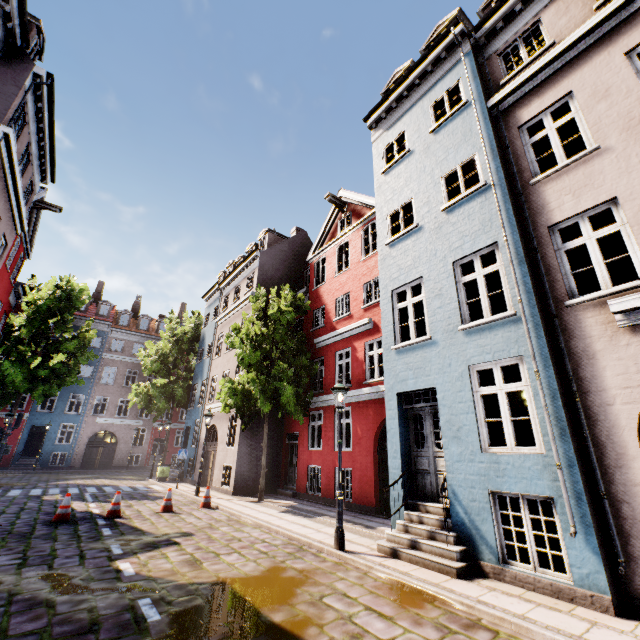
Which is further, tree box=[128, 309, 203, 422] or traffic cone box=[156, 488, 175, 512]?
tree box=[128, 309, 203, 422]

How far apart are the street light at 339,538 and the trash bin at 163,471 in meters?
17.1

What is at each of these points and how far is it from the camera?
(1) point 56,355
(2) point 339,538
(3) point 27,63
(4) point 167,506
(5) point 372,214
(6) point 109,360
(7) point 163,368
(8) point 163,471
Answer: (1) tree, 22.8m
(2) street light, 7.1m
(3) building, 10.3m
(4) traffic cone, 11.3m
(5) building, 15.8m
(6) building, 32.7m
(7) tree, 26.5m
(8) trash bin, 20.1m

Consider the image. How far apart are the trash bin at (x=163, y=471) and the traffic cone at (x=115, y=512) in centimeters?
1053cm

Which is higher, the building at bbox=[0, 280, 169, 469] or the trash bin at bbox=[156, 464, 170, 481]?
the building at bbox=[0, 280, 169, 469]

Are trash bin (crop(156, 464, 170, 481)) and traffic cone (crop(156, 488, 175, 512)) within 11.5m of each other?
yes

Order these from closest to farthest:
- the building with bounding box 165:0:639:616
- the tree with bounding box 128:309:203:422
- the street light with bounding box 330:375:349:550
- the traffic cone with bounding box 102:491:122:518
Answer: the building with bounding box 165:0:639:616 < the street light with bounding box 330:375:349:550 < the traffic cone with bounding box 102:491:122:518 < the tree with bounding box 128:309:203:422

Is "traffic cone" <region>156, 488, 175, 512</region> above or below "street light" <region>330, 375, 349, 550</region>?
below
